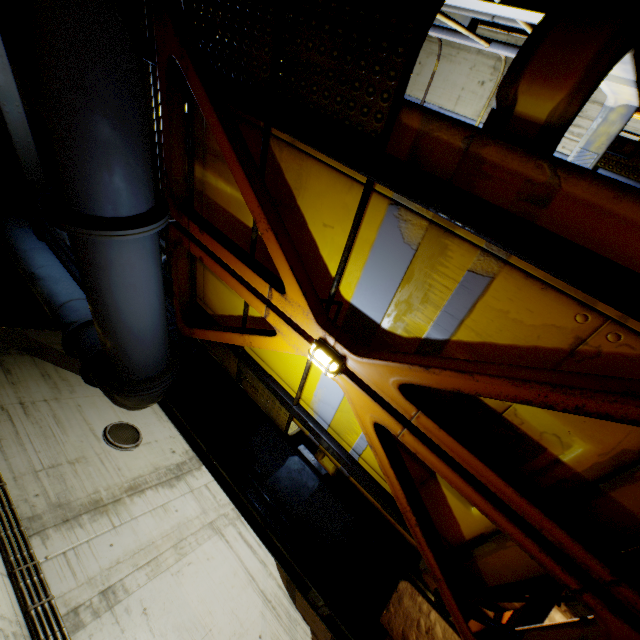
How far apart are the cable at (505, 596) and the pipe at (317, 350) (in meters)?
1.25

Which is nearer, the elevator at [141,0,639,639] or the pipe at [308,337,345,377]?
the elevator at [141,0,639,639]

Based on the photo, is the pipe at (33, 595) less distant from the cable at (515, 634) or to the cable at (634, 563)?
the cable at (515, 634)

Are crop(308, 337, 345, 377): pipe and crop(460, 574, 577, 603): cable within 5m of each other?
yes

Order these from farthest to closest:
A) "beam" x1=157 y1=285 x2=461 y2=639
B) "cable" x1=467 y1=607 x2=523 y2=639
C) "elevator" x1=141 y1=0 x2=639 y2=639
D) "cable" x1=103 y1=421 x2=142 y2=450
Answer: "cable" x1=103 y1=421 x2=142 y2=450
"beam" x1=157 y1=285 x2=461 y2=639
"cable" x1=467 y1=607 x2=523 y2=639
"elevator" x1=141 y1=0 x2=639 y2=639

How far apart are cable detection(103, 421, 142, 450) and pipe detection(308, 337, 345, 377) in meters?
7.3 m

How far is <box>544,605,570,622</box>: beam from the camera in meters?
2.5 m

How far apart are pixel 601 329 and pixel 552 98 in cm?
70
